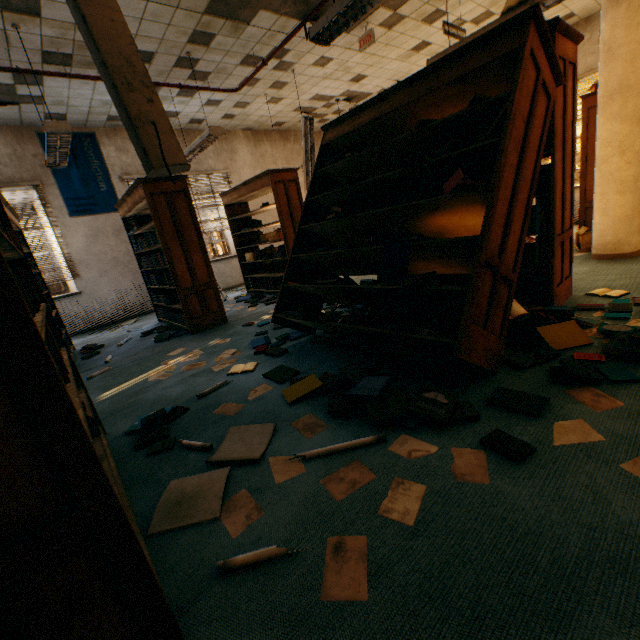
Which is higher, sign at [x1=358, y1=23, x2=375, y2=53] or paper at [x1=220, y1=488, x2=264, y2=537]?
sign at [x1=358, y1=23, x2=375, y2=53]

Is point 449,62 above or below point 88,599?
above

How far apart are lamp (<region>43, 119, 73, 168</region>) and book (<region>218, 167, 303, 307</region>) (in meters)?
2.57

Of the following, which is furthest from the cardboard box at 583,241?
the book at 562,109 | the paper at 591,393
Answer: the paper at 591,393

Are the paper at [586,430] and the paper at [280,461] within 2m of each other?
yes

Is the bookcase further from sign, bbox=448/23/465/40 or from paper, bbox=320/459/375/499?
sign, bbox=448/23/465/40

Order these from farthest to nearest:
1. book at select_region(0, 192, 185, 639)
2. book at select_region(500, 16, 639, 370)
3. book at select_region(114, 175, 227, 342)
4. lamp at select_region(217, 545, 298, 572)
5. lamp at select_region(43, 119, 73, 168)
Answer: book at select_region(114, 175, 227, 342) < lamp at select_region(43, 119, 73, 168) < book at select_region(500, 16, 639, 370) < lamp at select_region(217, 545, 298, 572) < book at select_region(0, 192, 185, 639)

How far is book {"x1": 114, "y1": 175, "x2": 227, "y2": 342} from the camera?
4.4 meters
